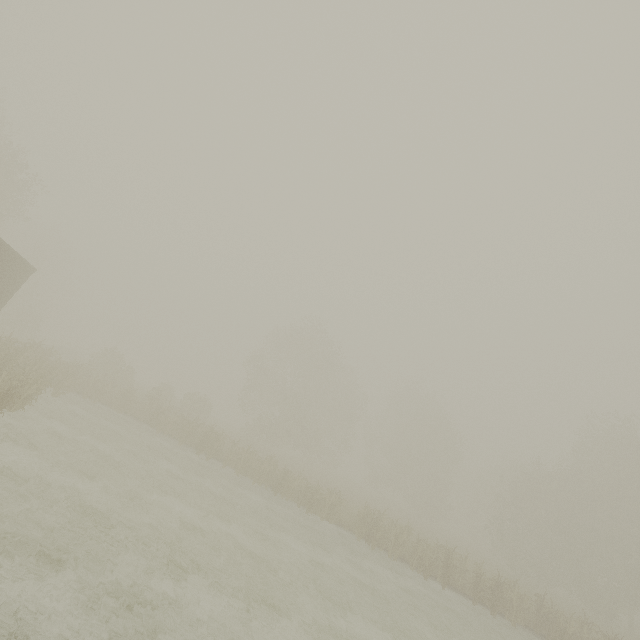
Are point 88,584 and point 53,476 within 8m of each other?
yes

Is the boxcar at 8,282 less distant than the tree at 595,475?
Yes

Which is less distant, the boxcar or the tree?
the boxcar
